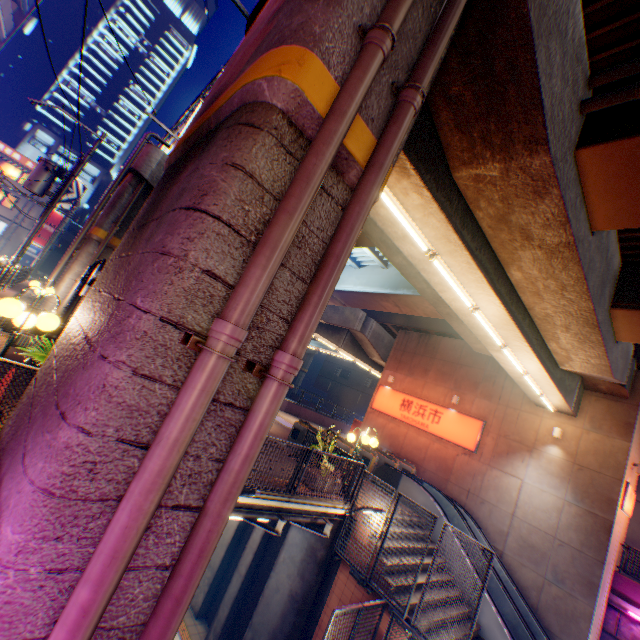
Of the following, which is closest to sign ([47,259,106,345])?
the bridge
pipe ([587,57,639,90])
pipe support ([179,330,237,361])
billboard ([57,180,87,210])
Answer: the bridge

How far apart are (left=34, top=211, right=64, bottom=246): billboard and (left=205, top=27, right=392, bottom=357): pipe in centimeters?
4820cm

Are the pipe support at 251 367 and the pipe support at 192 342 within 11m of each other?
yes

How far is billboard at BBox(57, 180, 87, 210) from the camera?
38.72m

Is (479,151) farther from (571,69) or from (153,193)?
(153,193)

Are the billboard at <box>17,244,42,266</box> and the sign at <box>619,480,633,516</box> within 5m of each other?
no

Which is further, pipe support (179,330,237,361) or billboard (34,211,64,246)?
billboard (34,211,64,246)

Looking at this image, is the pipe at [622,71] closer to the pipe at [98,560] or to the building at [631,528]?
the pipe at [98,560]
